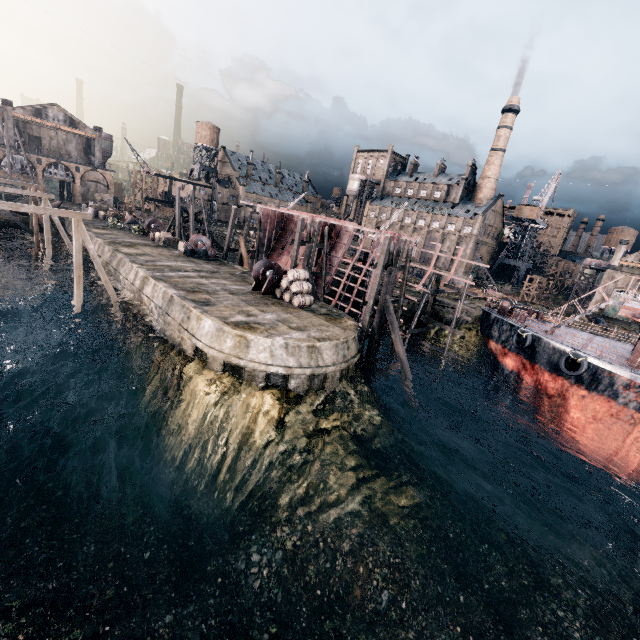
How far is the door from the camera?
57.29m

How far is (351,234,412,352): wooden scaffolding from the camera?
22.4m

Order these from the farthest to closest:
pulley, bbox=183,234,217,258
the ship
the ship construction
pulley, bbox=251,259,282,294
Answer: pulley, bbox=183,234,217,258 → the ship construction → pulley, bbox=251,259,282,294 → the ship

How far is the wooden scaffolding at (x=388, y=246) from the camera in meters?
22.4

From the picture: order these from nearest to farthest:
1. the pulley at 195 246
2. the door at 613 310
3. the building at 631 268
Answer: the pulley at 195 246 → the building at 631 268 → the door at 613 310

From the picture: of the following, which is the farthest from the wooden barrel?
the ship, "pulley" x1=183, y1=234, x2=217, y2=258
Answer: the ship

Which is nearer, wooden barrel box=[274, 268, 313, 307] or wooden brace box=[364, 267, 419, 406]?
wooden brace box=[364, 267, 419, 406]

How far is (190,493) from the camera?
16.38m
